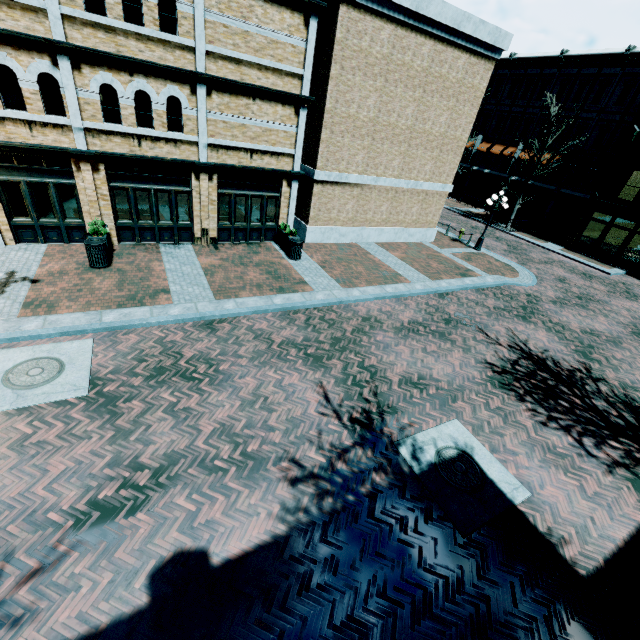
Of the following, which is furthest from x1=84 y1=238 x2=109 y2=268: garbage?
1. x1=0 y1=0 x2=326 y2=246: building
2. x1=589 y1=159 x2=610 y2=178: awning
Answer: x1=589 y1=159 x2=610 y2=178: awning

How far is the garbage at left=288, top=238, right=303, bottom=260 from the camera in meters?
14.1

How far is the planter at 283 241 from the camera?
14.6 meters

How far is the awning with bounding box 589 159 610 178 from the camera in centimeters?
2578cm

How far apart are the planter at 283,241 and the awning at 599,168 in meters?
27.2

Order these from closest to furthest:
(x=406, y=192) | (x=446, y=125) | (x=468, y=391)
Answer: (x=468, y=391)
(x=446, y=125)
(x=406, y=192)

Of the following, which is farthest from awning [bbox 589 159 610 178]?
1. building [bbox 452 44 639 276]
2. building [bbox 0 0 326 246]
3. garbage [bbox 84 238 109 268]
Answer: garbage [bbox 84 238 109 268]

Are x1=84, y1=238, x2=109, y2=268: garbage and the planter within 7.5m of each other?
yes
